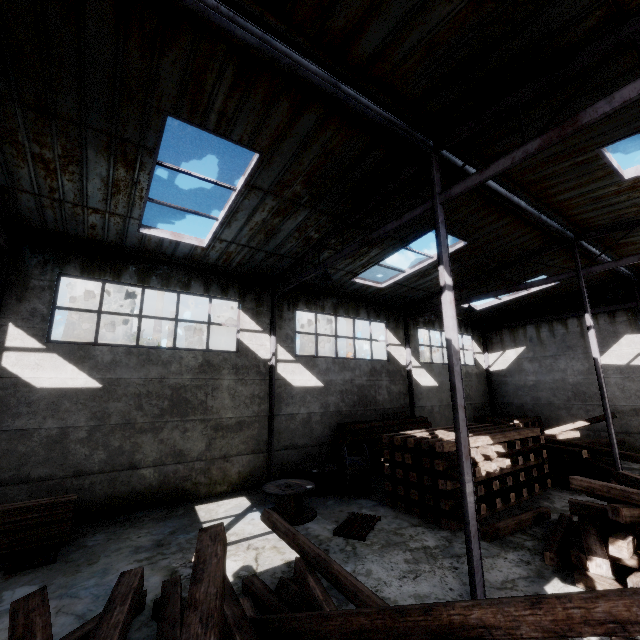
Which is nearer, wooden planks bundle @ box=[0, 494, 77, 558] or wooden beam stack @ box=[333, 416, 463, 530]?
wooden planks bundle @ box=[0, 494, 77, 558]

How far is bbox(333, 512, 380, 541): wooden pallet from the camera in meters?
7.5

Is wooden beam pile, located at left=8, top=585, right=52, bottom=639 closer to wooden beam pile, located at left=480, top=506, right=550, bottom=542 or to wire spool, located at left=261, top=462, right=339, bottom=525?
wire spool, located at left=261, top=462, right=339, bottom=525

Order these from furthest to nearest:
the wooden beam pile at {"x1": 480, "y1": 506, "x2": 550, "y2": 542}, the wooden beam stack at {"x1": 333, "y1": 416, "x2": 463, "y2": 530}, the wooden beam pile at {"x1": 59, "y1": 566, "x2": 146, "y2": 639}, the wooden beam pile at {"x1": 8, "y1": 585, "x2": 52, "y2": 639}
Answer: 1. the wooden beam stack at {"x1": 333, "y1": 416, "x2": 463, "y2": 530}
2. the wooden beam pile at {"x1": 480, "y1": 506, "x2": 550, "y2": 542}
3. the wooden beam pile at {"x1": 59, "y1": 566, "x2": 146, "y2": 639}
4. the wooden beam pile at {"x1": 8, "y1": 585, "x2": 52, "y2": 639}

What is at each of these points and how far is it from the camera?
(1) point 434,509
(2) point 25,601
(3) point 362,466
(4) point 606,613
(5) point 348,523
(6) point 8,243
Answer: (1) wooden beam stack, 8.5 meters
(2) wooden beam pile, 2.6 meters
(3) wire spool, 10.8 meters
(4) wooden beam pile, 2.2 meters
(5) wooden pallet, 8.1 meters
(6) roof support, 8.5 meters

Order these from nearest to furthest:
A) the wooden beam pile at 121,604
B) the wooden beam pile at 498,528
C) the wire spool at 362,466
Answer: the wooden beam pile at 121,604
the wooden beam pile at 498,528
the wire spool at 362,466

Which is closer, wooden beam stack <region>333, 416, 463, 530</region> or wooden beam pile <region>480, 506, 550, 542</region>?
wooden beam pile <region>480, 506, 550, 542</region>

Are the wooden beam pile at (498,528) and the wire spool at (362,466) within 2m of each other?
no
